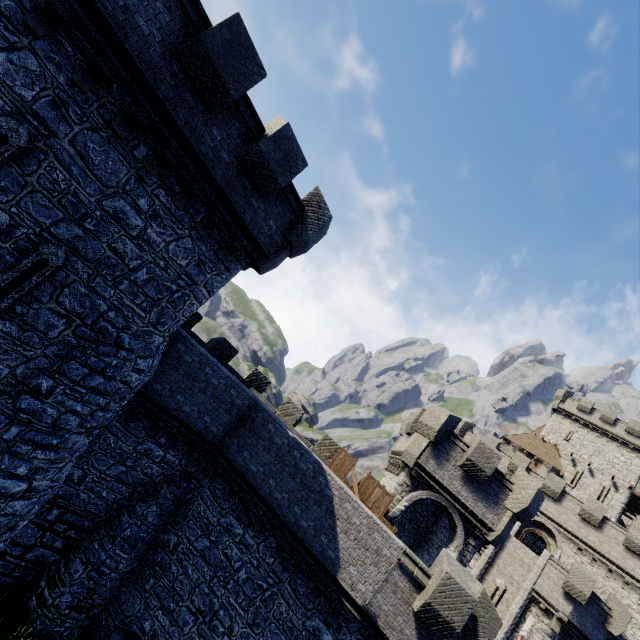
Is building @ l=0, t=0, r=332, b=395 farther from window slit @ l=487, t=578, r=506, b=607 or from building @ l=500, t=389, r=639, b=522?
building @ l=500, t=389, r=639, b=522

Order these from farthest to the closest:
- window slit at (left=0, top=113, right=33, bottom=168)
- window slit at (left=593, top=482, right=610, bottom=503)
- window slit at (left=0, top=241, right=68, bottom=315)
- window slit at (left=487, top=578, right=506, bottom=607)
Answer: window slit at (left=593, top=482, right=610, bottom=503) < window slit at (left=487, top=578, right=506, bottom=607) < window slit at (left=0, top=241, right=68, bottom=315) < window slit at (left=0, top=113, right=33, bottom=168)

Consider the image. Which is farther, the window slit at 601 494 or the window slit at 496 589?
the window slit at 601 494

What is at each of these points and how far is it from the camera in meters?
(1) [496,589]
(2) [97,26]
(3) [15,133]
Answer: (1) window slit, 24.4 m
(2) building, 6.6 m
(3) window slit, 6.6 m

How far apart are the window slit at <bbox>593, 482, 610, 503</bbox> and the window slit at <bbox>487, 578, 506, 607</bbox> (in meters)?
21.47

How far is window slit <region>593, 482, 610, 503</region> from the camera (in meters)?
36.91

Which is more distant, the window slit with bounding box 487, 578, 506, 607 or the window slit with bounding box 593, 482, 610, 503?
the window slit with bounding box 593, 482, 610, 503

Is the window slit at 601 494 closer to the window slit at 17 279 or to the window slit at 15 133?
the window slit at 17 279
